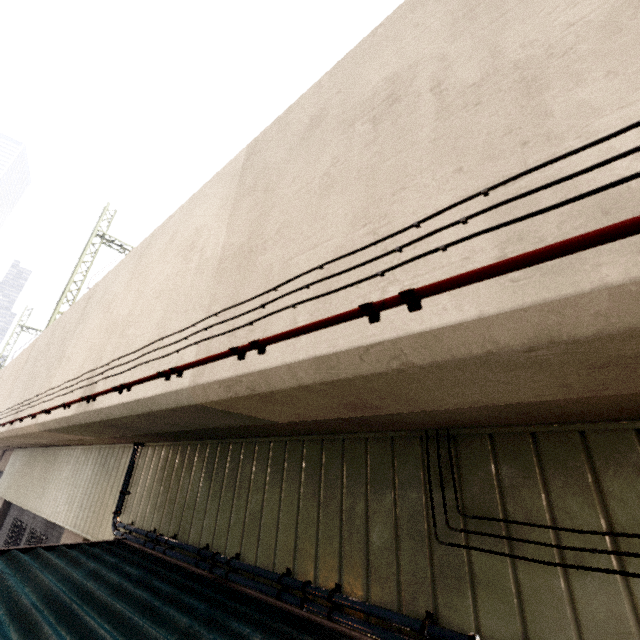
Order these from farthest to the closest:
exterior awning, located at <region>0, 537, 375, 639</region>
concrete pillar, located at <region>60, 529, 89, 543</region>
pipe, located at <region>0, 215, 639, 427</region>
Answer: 1. concrete pillar, located at <region>60, 529, 89, 543</region>
2. exterior awning, located at <region>0, 537, 375, 639</region>
3. pipe, located at <region>0, 215, 639, 427</region>

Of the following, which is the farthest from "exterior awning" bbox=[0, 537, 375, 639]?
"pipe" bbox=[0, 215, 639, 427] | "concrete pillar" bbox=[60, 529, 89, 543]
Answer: "pipe" bbox=[0, 215, 639, 427]

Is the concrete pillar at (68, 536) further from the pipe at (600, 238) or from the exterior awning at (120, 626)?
the pipe at (600, 238)

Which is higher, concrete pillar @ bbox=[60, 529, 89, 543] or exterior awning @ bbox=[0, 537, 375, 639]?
exterior awning @ bbox=[0, 537, 375, 639]

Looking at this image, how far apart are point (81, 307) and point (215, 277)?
5.6 meters

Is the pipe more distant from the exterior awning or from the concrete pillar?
the concrete pillar
